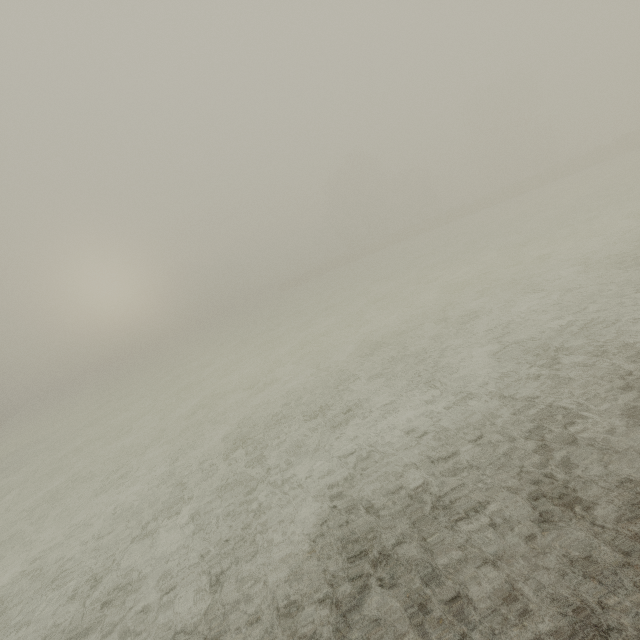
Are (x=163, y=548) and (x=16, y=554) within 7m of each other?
yes

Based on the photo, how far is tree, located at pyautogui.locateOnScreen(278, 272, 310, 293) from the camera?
56.12m

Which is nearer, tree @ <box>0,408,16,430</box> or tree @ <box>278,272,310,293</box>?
tree @ <box>0,408,16,430</box>

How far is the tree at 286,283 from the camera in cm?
5612

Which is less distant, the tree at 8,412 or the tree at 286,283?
the tree at 8,412
